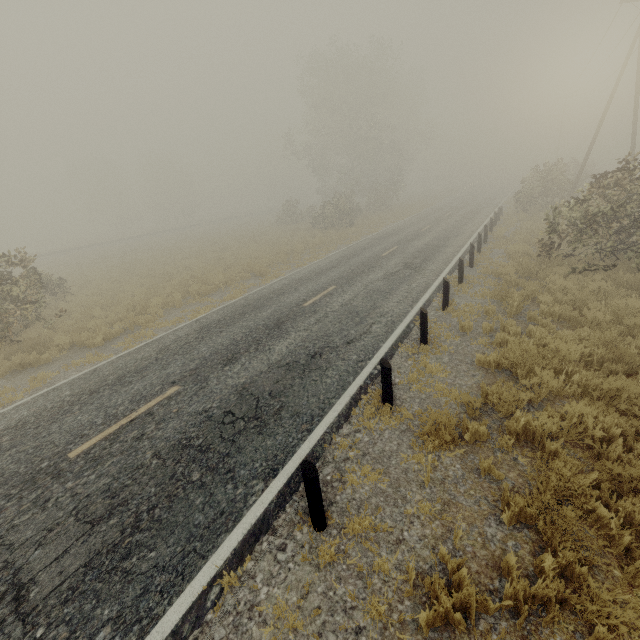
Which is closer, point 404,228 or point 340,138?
point 404,228

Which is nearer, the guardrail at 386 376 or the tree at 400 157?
the guardrail at 386 376

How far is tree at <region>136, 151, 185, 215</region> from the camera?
56.1m

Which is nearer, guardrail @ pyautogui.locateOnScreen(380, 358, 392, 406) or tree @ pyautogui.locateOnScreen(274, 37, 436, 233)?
guardrail @ pyautogui.locateOnScreen(380, 358, 392, 406)

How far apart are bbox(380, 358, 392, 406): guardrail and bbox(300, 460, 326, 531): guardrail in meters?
2.0 m

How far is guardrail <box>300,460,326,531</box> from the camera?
3.8 meters

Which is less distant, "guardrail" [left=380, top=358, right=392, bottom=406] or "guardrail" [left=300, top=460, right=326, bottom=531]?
"guardrail" [left=300, top=460, right=326, bottom=531]

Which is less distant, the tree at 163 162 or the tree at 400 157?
the tree at 400 157
